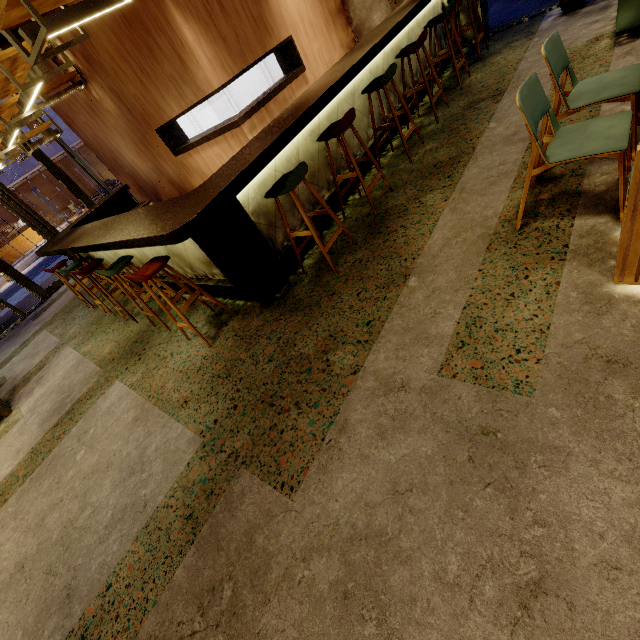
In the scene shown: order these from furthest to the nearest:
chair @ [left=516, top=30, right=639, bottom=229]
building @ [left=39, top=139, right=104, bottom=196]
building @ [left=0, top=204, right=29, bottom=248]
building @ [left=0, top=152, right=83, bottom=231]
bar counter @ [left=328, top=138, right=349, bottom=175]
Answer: building @ [left=0, top=204, right=29, bottom=248]
building @ [left=39, top=139, right=104, bottom=196]
building @ [left=0, top=152, right=83, bottom=231]
bar counter @ [left=328, top=138, right=349, bottom=175]
chair @ [left=516, top=30, right=639, bottom=229]

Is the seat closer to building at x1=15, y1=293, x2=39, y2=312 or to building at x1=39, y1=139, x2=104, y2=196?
building at x1=15, y1=293, x2=39, y2=312

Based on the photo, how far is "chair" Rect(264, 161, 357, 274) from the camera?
2.64m

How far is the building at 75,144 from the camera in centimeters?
2109cm

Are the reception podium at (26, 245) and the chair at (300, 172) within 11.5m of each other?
no

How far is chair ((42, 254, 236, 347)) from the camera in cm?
299

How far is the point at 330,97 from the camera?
3.12m

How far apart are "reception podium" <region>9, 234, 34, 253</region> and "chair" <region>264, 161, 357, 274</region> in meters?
31.0
